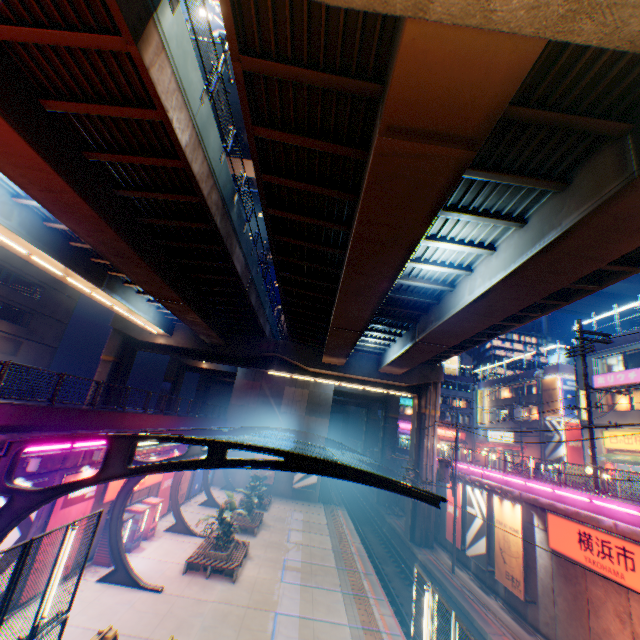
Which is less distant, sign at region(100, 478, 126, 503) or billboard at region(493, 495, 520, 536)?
sign at region(100, 478, 126, 503)

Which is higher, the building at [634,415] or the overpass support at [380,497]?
the building at [634,415]

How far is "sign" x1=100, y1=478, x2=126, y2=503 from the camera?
15.51m

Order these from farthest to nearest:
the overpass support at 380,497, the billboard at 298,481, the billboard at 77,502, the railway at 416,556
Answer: the overpass support at 380,497 < the billboard at 298,481 < the railway at 416,556 < the billboard at 77,502

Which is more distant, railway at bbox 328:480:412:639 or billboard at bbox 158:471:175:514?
billboard at bbox 158:471:175:514

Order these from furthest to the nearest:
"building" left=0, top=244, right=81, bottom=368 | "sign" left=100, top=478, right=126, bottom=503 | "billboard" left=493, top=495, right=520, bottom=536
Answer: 1. "building" left=0, top=244, right=81, bottom=368
2. "billboard" left=493, top=495, right=520, bottom=536
3. "sign" left=100, top=478, right=126, bottom=503

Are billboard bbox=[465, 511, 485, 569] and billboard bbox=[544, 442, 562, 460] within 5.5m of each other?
no

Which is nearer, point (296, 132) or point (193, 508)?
point (296, 132)
